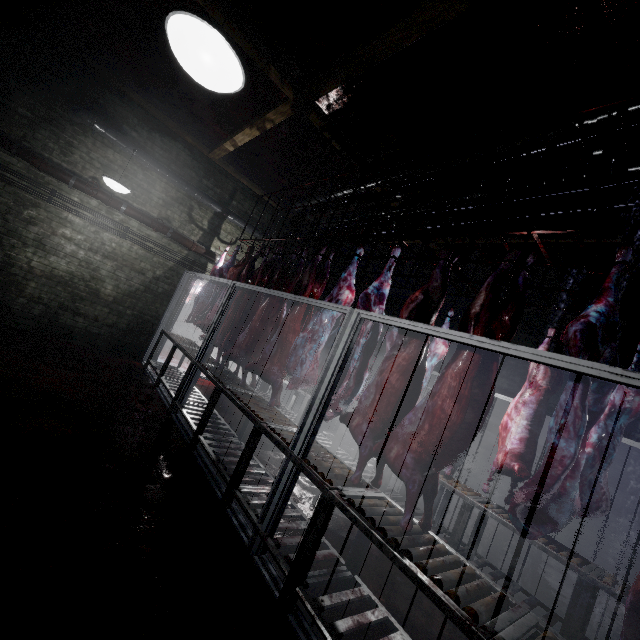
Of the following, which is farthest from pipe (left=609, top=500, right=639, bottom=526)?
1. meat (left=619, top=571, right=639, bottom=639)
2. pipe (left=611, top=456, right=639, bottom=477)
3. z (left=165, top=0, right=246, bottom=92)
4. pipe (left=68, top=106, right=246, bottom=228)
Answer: z (left=165, top=0, right=246, bottom=92)

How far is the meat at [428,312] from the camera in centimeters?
245cm

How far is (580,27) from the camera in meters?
2.2 m

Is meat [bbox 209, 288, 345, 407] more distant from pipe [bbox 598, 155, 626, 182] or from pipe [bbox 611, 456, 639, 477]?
pipe [bbox 611, 456, 639, 477]

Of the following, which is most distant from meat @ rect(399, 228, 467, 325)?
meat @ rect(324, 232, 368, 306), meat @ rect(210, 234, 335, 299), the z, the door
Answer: the door

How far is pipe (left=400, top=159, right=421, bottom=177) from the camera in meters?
4.0 m

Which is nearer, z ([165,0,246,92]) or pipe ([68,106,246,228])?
z ([165,0,246,92])

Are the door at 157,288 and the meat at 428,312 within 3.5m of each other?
no
